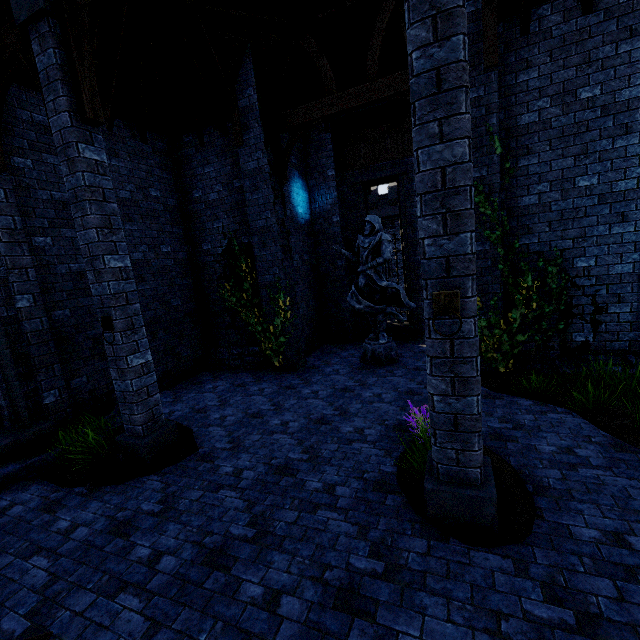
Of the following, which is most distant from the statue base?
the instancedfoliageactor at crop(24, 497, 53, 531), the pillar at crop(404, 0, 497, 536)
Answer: the instancedfoliageactor at crop(24, 497, 53, 531)

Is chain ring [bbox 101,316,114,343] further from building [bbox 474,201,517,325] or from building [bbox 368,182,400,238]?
building [bbox 368,182,400,238]

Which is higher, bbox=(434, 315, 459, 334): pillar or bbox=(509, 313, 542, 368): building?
bbox=(434, 315, 459, 334): pillar

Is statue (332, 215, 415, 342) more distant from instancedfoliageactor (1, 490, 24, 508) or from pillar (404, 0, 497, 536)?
instancedfoliageactor (1, 490, 24, 508)

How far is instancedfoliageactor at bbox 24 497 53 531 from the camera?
4.22m

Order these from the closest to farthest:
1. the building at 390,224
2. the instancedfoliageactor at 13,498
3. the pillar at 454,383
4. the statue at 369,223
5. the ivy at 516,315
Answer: the pillar at 454,383 < the instancedfoliageactor at 13,498 < the ivy at 516,315 < the statue at 369,223 < the building at 390,224

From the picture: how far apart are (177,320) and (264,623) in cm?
816

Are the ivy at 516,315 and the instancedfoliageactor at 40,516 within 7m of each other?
no
